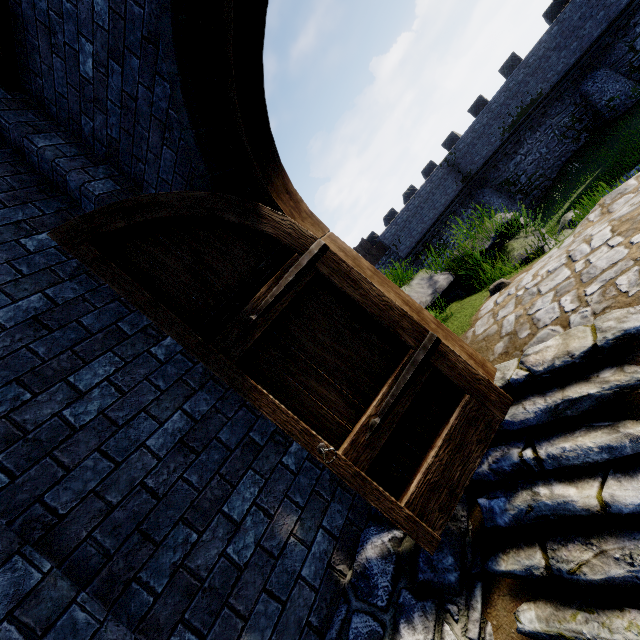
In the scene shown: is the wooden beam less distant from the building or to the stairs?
the building

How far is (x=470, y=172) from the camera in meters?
24.8

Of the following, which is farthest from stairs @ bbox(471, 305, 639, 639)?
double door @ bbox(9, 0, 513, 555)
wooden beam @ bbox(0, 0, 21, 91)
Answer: wooden beam @ bbox(0, 0, 21, 91)

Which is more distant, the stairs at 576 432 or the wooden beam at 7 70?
the wooden beam at 7 70

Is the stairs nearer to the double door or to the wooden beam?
the double door

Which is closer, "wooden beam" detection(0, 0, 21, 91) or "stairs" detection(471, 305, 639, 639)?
"stairs" detection(471, 305, 639, 639)

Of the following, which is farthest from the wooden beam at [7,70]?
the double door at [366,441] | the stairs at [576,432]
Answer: the stairs at [576,432]

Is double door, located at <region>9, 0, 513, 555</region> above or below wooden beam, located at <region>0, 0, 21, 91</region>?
below
